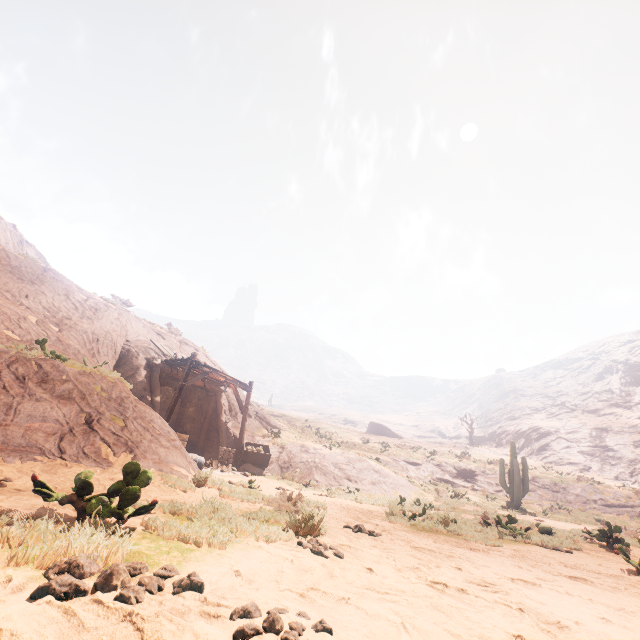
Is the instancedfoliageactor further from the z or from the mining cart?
the mining cart

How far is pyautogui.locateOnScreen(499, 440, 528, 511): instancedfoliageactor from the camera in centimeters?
1983cm

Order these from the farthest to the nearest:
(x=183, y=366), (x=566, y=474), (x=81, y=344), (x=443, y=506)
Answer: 1. (x=566, y=474)
2. (x=183, y=366)
3. (x=443, y=506)
4. (x=81, y=344)

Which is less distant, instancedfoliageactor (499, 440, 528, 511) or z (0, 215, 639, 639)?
z (0, 215, 639, 639)

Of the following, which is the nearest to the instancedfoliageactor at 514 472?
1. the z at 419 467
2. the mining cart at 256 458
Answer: the z at 419 467

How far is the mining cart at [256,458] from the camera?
17.0 meters

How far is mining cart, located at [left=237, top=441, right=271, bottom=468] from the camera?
17.0 meters
